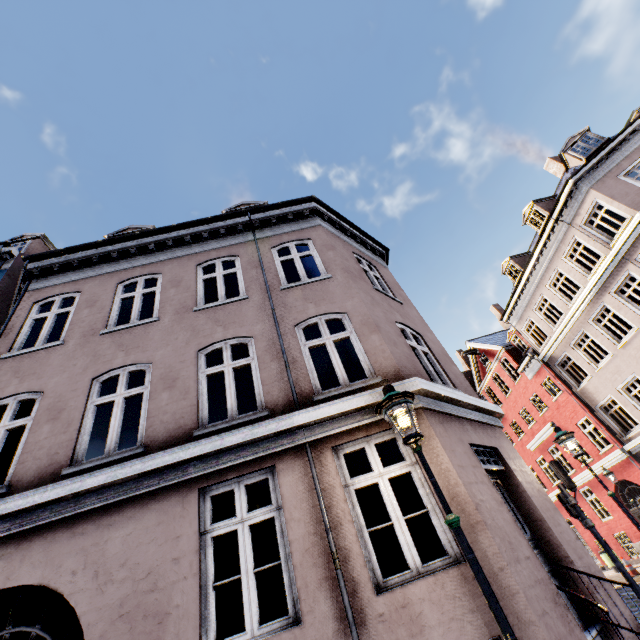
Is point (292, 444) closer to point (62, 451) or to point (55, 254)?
point (62, 451)

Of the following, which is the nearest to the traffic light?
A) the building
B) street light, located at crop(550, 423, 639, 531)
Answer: street light, located at crop(550, 423, 639, 531)

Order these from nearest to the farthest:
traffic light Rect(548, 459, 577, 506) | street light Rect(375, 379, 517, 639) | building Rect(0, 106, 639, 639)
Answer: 1. street light Rect(375, 379, 517, 639)
2. building Rect(0, 106, 639, 639)
3. traffic light Rect(548, 459, 577, 506)

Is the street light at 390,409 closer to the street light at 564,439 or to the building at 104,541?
the building at 104,541

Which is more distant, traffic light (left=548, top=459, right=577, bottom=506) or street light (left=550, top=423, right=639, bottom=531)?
traffic light (left=548, top=459, right=577, bottom=506)

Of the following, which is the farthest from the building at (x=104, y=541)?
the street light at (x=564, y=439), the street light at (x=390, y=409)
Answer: the street light at (x=564, y=439)

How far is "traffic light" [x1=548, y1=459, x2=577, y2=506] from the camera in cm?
812

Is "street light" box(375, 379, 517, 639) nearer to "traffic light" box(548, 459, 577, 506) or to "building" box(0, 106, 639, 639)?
"building" box(0, 106, 639, 639)
